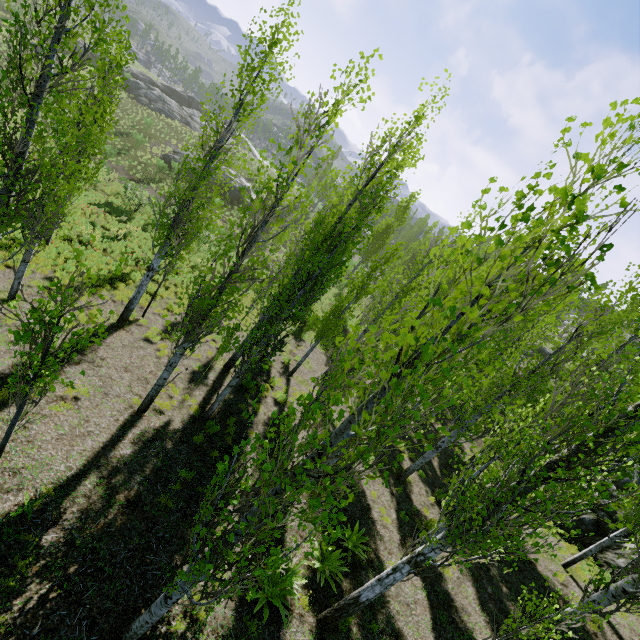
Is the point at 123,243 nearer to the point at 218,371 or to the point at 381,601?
the point at 218,371

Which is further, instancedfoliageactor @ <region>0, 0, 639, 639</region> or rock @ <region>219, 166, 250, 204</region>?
rock @ <region>219, 166, 250, 204</region>

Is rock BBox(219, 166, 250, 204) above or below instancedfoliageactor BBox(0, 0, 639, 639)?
below

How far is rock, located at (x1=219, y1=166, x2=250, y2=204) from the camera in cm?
3712

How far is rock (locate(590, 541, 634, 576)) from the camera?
12.6 meters

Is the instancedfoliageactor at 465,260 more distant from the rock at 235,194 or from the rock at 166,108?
the rock at 166,108

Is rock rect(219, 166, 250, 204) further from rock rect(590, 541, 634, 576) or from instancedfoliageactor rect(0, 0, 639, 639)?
rock rect(590, 541, 634, 576)

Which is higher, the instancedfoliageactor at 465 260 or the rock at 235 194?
the instancedfoliageactor at 465 260
